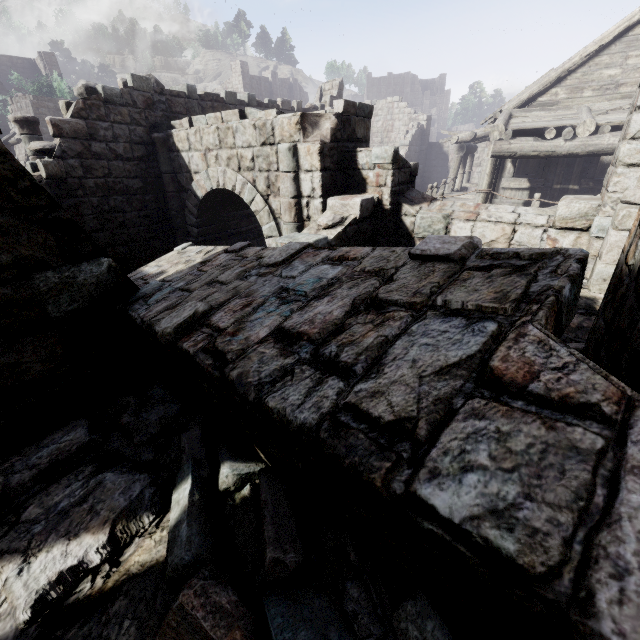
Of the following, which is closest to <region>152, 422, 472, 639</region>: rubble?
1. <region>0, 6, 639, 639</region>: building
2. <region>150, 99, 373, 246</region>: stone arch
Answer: <region>0, 6, 639, 639</region>: building

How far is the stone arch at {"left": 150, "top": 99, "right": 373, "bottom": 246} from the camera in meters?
6.4

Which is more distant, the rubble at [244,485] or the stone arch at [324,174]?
the stone arch at [324,174]

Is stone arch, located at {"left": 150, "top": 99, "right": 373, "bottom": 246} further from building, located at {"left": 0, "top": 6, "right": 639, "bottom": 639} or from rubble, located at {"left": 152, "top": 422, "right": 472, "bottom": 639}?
rubble, located at {"left": 152, "top": 422, "right": 472, "bottom": 639}

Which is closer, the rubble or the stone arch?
the rubble

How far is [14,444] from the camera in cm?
265

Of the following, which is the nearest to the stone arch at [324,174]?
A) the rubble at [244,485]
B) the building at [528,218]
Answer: the building at [528,218]

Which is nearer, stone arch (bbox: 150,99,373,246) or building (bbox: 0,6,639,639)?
building (bbox: 0,6,639,639)
